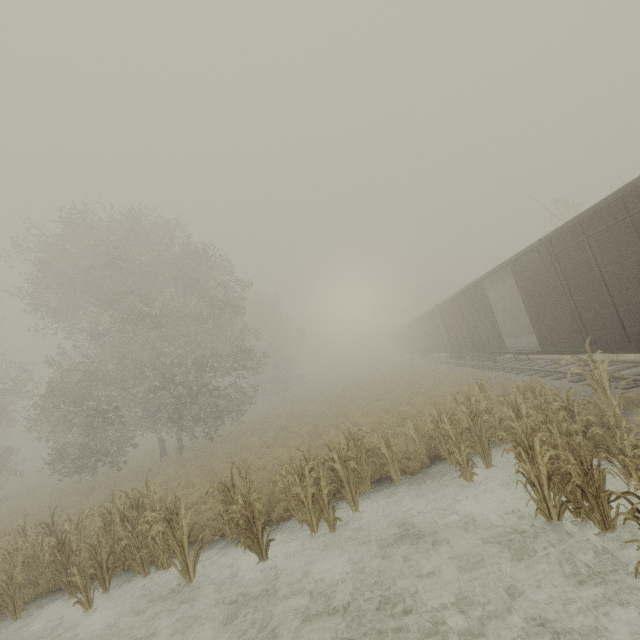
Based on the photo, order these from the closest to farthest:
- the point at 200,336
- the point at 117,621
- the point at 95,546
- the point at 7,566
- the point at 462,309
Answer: the point at 117,621 → the point at 95,546 → the point at 7,566 → the point at 462,309 → the point at 200,336
